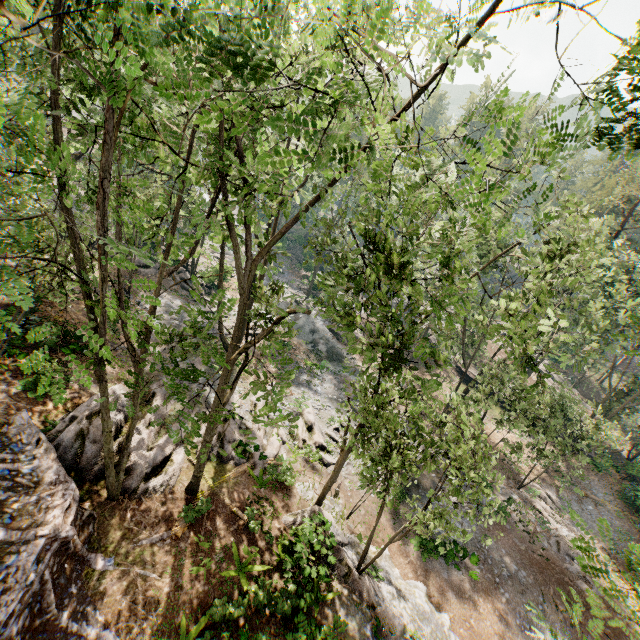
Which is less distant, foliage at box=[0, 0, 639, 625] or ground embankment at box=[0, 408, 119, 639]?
foliage at box=[0, 0, 639, 625]

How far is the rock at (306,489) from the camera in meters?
17.4 m

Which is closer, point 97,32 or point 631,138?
point 97,32

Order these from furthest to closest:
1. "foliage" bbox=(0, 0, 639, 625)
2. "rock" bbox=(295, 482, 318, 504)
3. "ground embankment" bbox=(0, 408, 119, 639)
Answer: "rock" bbox=(295, 482, 318, 504), "ground embankment" bbox=(0, 408, 119, 639), "foliage" bbox=(0, 0, 639, 625)

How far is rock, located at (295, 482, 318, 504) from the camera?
17.38m

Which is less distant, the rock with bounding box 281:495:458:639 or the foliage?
the foliage

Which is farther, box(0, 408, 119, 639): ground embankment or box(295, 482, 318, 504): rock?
box(295, 482, 318, 504): rock

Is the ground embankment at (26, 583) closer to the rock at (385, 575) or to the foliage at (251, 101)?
the foliage at (251, 101)
